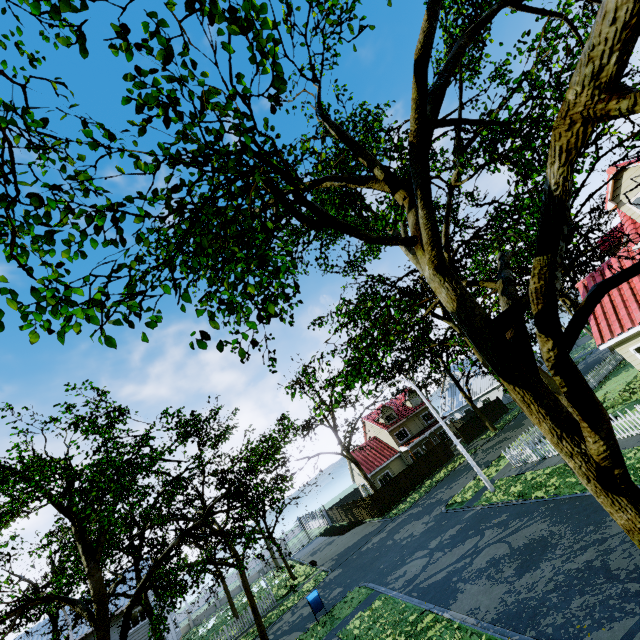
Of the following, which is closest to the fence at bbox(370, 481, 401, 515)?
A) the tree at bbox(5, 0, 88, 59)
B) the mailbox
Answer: the tree at bbox(5, 0, 88, 59)

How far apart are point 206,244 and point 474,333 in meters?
3.1 m

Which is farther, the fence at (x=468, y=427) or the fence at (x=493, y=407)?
the fence at (x=493, y=407)

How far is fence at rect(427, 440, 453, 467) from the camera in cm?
3609

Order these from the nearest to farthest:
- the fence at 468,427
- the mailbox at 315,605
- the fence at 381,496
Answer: the mailbox at 315,605, the fence at 381,496, the fence at 468,427
